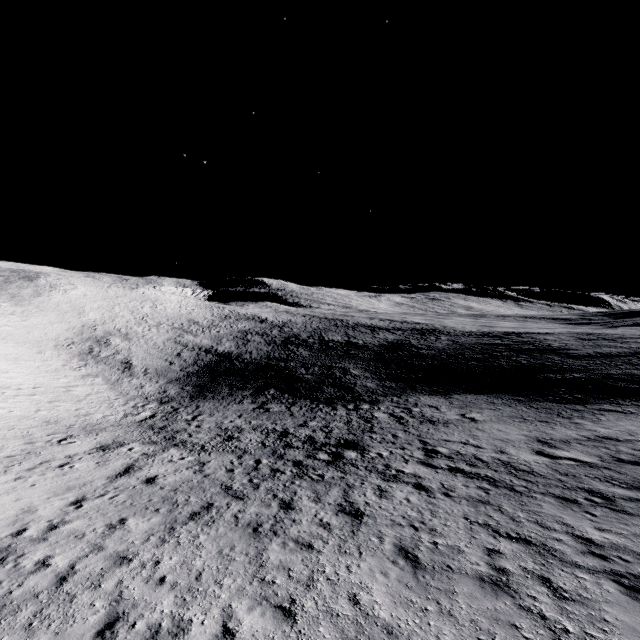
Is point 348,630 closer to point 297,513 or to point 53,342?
point 297,513
